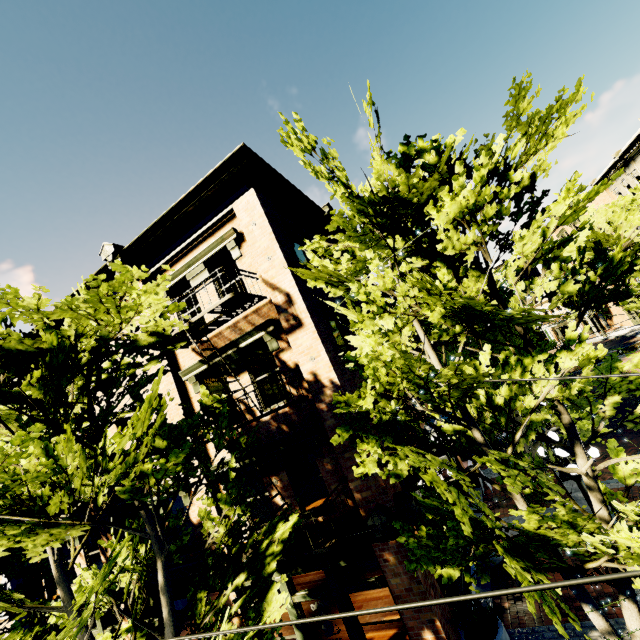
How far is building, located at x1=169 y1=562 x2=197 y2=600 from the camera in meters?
9.4 m

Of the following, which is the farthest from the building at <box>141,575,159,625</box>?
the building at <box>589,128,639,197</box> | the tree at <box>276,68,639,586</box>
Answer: the building at <box>589,128,639,197</box>

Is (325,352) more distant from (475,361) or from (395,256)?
(475,361)

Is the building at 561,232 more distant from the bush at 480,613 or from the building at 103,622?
the bush at 480,613

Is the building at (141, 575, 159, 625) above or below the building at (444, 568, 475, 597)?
above

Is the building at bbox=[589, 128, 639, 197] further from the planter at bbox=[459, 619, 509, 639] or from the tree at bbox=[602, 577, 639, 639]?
the planter at bbox=[459, 619, 509, 639]

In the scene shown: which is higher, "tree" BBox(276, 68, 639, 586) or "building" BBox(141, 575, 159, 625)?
"tree" BBox(276, 68, 639, 586)

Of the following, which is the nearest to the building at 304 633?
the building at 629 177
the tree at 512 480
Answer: the tree at 512 480
